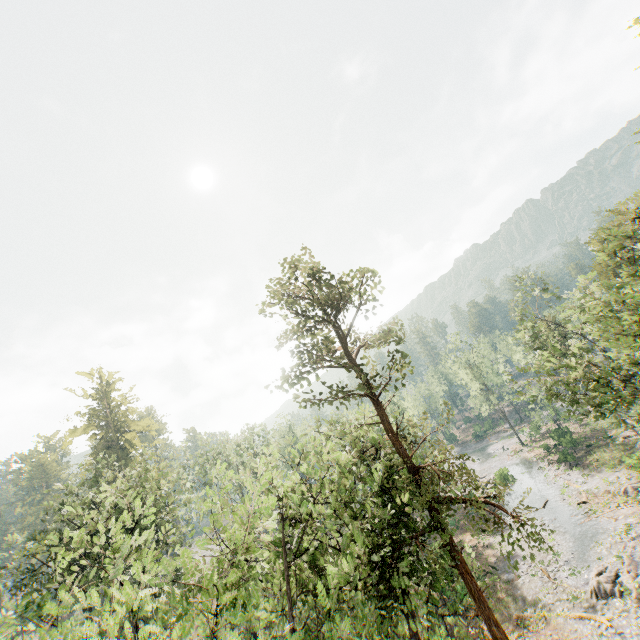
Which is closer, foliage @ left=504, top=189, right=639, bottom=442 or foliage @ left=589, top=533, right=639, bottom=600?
foliage @ left=504, top=189, right=639, bottom=442

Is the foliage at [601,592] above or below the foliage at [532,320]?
below

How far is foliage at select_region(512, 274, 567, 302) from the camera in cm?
3231

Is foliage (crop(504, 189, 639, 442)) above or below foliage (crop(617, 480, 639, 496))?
above

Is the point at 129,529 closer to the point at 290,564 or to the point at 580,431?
the point at 290,564

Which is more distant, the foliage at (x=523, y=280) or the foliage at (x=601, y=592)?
the foliage at (x=523, y=280)

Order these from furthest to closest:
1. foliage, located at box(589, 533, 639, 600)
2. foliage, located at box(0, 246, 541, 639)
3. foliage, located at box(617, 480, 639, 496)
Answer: foliage, located at box(617, 480, 639, 496) → foliage, located at box(589, 533, 639, 600) → foliage, located at box(0, 246, 541, 639)
